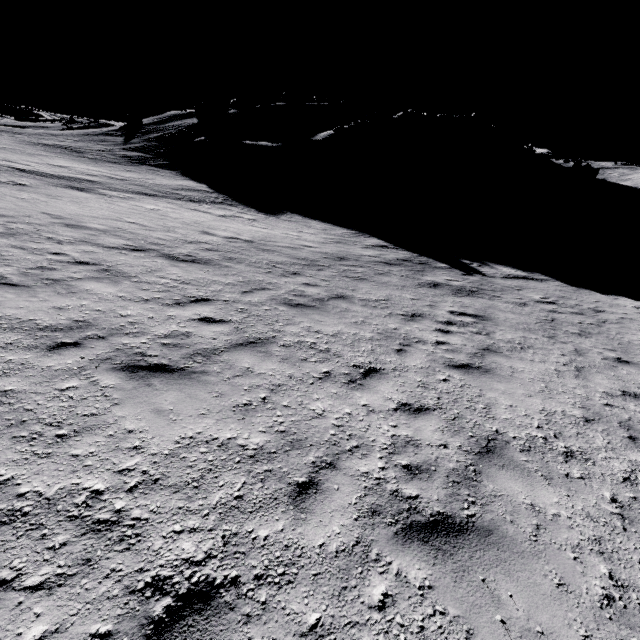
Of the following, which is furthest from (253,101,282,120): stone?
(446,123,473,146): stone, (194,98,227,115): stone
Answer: (446,123,473,146): stone

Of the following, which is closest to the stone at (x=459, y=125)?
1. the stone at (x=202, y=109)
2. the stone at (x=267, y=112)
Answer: the stone at (x=267, y=112)

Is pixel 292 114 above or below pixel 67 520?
above

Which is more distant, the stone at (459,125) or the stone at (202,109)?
the stone at (202,109)

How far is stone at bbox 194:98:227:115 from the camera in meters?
56.8 m

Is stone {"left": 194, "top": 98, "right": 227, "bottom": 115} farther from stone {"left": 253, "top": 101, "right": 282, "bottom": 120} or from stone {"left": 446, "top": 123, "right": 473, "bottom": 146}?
stone {"left": 446, "top": 123, "right": 473, "bottom": 146}
